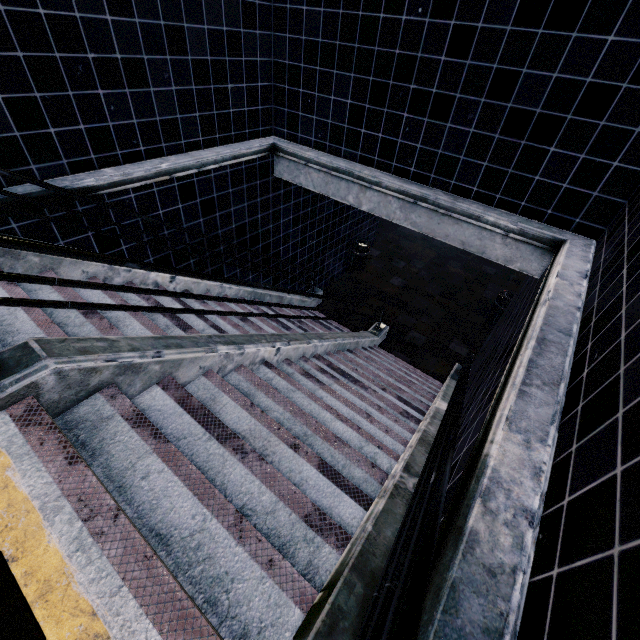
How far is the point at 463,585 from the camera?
1.2m
